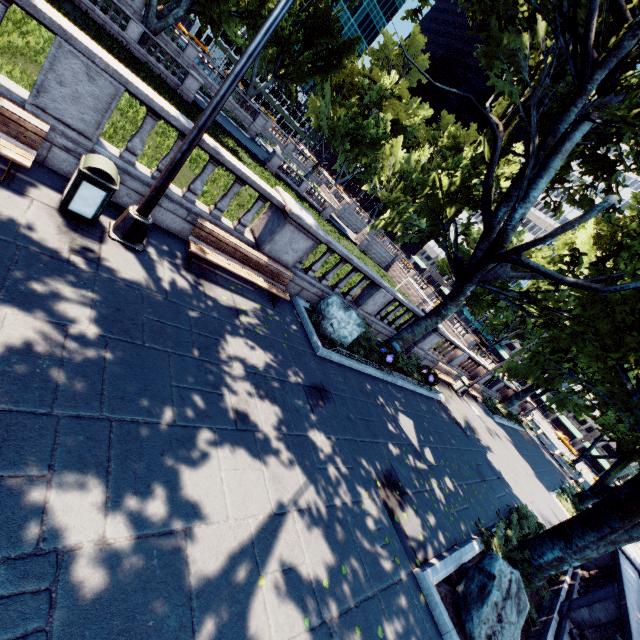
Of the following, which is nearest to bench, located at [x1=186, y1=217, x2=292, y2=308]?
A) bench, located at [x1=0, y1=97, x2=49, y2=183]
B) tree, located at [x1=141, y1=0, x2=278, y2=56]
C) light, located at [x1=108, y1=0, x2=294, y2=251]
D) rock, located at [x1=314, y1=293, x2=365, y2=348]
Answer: light, located at [x1=108, y1=0, x2=294, y2=251]

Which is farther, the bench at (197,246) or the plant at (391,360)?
the plant at (391,360)

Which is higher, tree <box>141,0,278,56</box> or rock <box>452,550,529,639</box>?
tree <box>141,0,278,56</box>

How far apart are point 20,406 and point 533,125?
13.34m

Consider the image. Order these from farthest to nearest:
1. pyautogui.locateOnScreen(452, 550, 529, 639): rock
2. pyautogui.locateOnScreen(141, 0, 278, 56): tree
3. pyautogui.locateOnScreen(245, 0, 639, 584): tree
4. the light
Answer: pyautogui.locateOnScreen(141, 0, 278, 56): tree, pyautogui.locateOnScreen(245, 0, 639, 584): tree, pyautogui.locateOnScreen(452, 550, 529, 639): rock, the light

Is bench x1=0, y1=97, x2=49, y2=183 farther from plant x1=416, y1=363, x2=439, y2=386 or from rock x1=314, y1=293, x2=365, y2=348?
plant x1=416, y1=363, x2=439, y2=386

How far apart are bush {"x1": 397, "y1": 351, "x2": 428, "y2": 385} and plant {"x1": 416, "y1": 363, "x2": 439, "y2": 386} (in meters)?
0.00

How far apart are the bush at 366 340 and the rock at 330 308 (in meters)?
0.01
